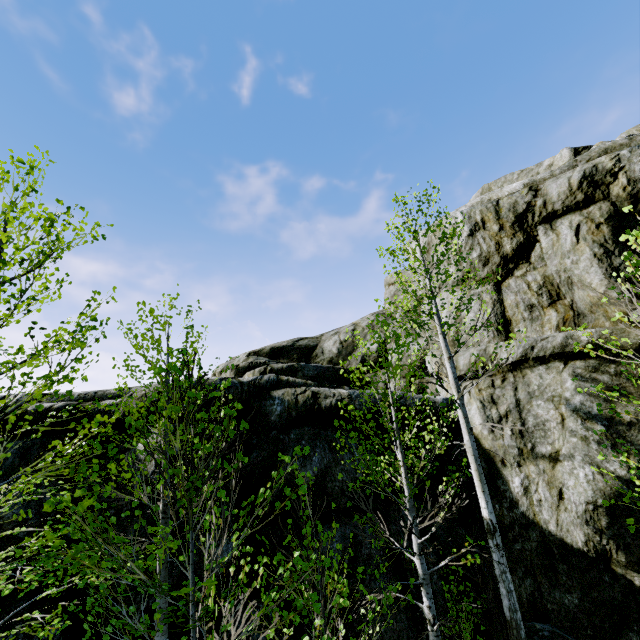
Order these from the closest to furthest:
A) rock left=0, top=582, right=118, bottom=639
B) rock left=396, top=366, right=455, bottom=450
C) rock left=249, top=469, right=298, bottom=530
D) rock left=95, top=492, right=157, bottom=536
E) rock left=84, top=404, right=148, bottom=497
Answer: rock left=0, top=582, right=118, bottom=639, rock left=95, top=492, right=157, bottom=536, rock left=84, top=404, right=148, bottom=497, rock left=249, top=469, right=298, bottom=530, rock left=396, top=366, right=455, bottom=450

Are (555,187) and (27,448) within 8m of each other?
no

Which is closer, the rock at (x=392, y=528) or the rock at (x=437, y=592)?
the rock at (x=437, y=592)

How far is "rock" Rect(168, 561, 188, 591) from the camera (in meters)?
5.77

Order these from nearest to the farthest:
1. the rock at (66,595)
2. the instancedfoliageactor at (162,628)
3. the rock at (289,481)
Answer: the instancedfoliageactor at (162,628) → the rock at (66,595) → the rock at (289,481)

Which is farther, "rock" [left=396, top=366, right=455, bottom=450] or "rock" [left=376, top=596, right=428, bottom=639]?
"rock" [left=396, top=366, right=455, bottom=450]
